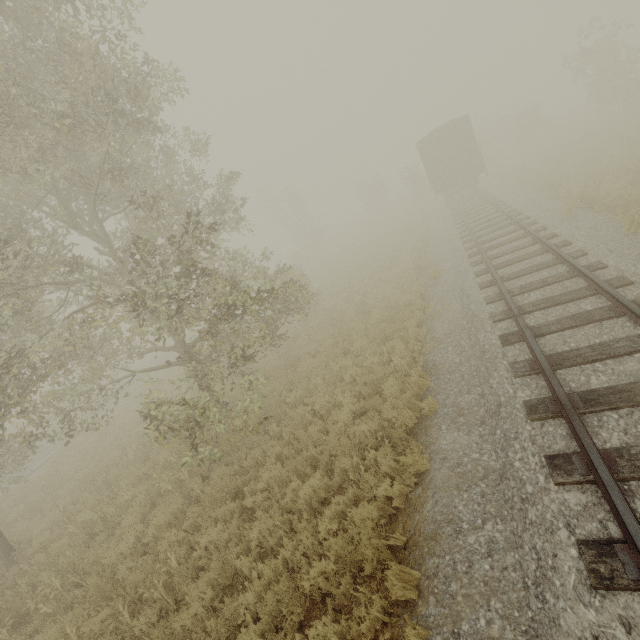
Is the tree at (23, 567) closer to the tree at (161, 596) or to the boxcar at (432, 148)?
the tree at (161, 596)

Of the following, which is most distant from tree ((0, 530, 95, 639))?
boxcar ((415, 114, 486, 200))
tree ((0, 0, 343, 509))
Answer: boxcar ((415, 114, 486, 200))

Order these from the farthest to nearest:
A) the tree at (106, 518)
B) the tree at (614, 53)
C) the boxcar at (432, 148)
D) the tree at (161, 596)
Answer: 1. the tree at (614, 53)
2. the boxcar at (432, 148)
3. the tree at (106, 518)
4. the tree at (161, 596)

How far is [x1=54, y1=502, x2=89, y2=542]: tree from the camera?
8.5 meters

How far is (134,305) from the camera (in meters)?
6.88

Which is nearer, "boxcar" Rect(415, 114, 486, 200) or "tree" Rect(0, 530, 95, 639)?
"tree" Rect(0, 530, 95, 639)

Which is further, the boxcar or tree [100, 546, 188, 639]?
the boxcar

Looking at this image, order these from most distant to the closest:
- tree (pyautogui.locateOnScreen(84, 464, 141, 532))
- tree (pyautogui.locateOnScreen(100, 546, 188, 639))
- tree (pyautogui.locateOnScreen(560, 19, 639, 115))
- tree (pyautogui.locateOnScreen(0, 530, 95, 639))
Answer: tree (pyautogui.locateOnScreen(560, 19, 639, 115))
tree (pyautogui.locateOnScreen(84, 464, 141, 532))
tree (pyautogui.locateOnScreen(0, 530, 95, 639))
tree (pyautogui.locateOnScreen(100, 546, 188, 639))
